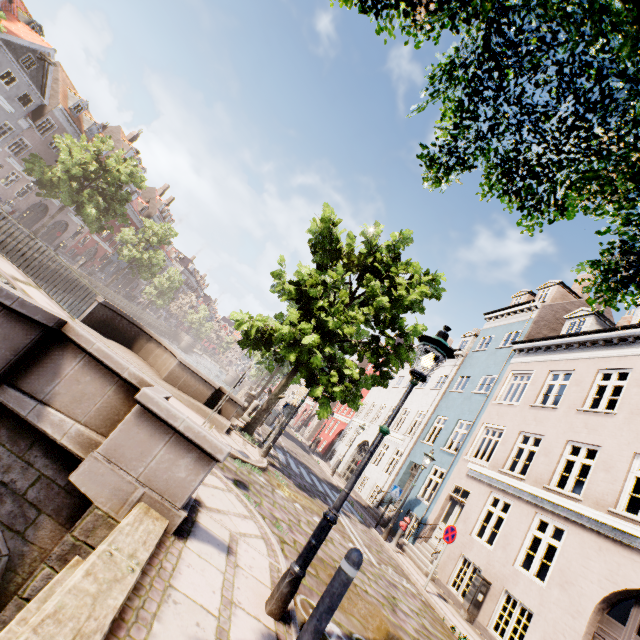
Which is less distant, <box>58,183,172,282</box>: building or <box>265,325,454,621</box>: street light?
<box>265,325,454,621</box>: street light

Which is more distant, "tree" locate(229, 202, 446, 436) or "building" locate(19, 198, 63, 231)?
"building" locate(19, 198, 63, 231)

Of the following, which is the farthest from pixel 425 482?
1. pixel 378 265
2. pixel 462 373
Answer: pixel 378 265

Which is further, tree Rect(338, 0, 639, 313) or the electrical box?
the electrical box

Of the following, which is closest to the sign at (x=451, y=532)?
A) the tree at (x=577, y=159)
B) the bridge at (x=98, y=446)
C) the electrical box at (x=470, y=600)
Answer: the electrical box at (x=470, y=600)

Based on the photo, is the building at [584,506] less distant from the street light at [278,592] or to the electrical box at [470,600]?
the electrical box at [470,600]

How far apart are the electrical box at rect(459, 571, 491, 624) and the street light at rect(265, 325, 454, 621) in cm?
960

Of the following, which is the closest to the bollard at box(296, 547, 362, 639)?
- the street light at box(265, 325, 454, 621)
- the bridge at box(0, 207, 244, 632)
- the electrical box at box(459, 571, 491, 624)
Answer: the street light at box(265, 325, 454, 621)
